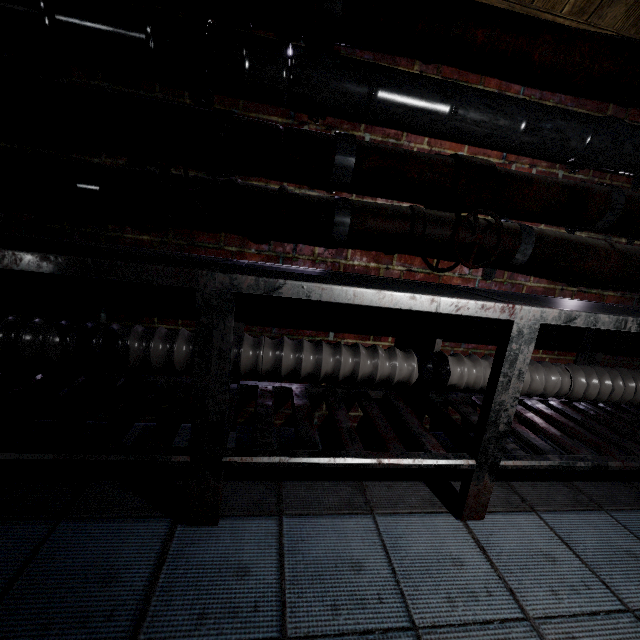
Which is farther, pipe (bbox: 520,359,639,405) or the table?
pipe (bbox: 520,359,639,405)

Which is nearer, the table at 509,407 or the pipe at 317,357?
the table at 509,407

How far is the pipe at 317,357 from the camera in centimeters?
142cm

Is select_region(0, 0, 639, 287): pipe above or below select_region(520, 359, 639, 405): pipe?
above

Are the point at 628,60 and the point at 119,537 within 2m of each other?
no

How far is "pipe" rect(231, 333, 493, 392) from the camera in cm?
142
